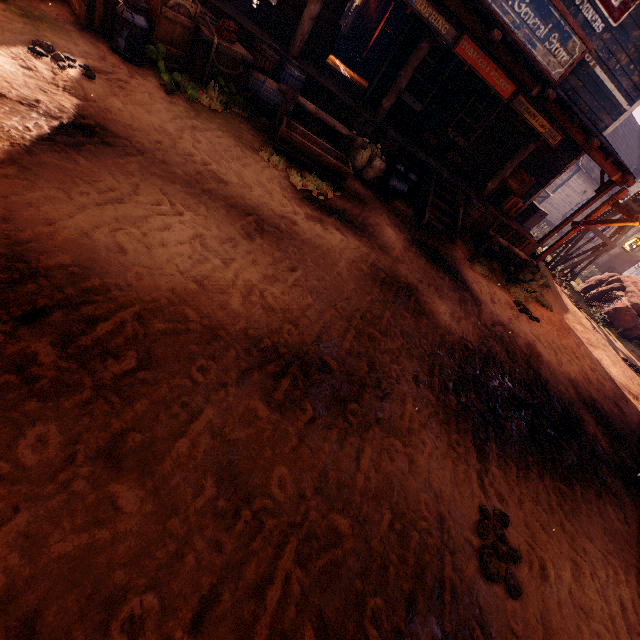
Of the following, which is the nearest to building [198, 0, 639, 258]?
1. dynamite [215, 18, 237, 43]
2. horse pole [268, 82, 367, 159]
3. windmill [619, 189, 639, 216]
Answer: dynamite [215, 18, 237, 43]

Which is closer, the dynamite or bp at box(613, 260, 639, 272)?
the dynamite

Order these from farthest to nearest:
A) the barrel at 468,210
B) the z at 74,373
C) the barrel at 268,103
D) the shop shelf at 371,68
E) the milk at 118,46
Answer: the shop shelf at 371,68 → the barrel at 468,210 → the barrel at 268,103 → the milk at 118,46 → the z at 74,373

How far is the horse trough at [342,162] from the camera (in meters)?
5.68

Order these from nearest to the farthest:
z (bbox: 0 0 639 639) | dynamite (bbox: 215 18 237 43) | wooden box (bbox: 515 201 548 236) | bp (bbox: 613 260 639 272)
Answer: z (bbox: 0 0 639 639) < dynamite (bbox: 215 18 237 43) < wooden box (bbox: 515 201 548 236) < bp (bbox: 613 260 639 272)

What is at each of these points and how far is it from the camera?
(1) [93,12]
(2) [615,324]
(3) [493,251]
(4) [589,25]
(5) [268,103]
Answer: (1) wooden box, 4.8 meters
(2) instancedfoliageactor, 14.3 meters
(3) metal tub, 9.6 meters
(4) building, 8.4 meters
(5) barrel, 6.6 meters

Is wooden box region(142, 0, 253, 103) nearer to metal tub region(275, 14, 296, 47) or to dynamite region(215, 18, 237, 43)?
dynamite region(215, 18, 237, 43)

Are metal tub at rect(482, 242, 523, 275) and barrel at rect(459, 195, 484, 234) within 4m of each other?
yes
